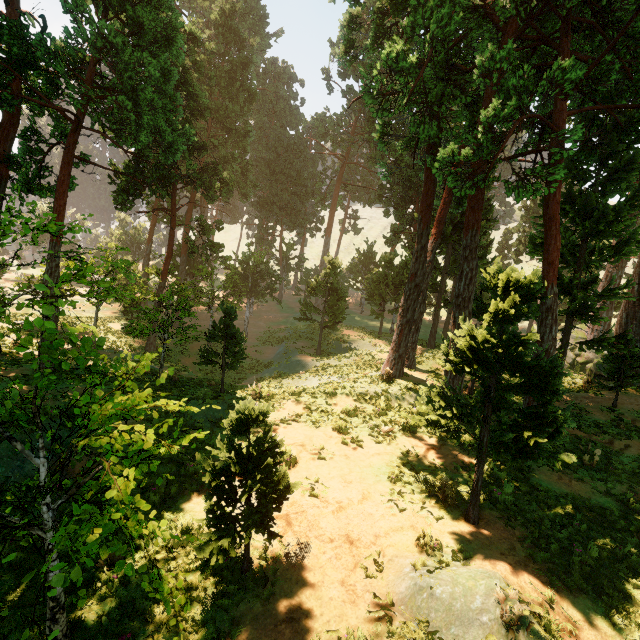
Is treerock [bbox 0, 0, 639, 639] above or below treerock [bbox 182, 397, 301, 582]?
above

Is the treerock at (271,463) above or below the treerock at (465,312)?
below

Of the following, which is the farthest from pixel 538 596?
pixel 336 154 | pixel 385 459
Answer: pixel 336 154

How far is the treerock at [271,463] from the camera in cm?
539

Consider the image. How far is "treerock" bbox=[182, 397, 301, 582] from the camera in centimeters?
539cm
